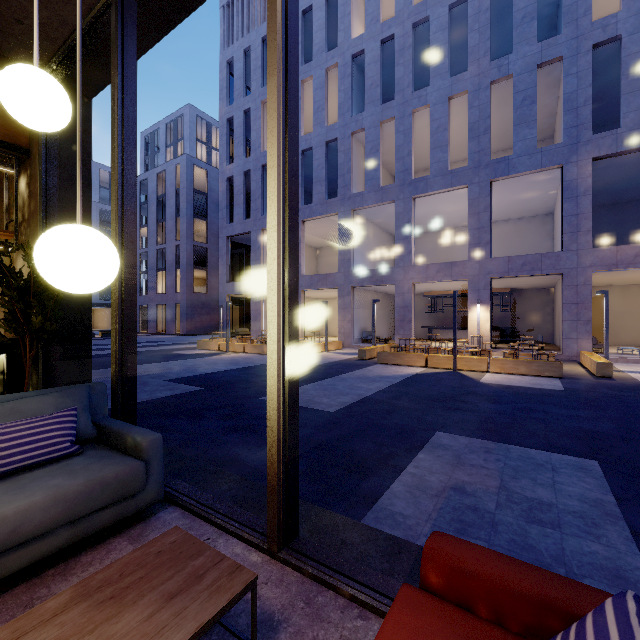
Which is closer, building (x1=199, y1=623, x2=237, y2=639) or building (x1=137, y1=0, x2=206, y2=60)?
building (x1=199, y1=623, x2=237, y2=639)

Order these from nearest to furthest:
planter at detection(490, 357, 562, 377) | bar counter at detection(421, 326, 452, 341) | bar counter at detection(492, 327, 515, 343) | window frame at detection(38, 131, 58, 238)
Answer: window frame at detection(38, 131, 58, 238), planter at detection(490, 357, 562, 377), bar counter at detection(492, 327, 515, 343), bar counter at detection(421, 326, 452, 341)

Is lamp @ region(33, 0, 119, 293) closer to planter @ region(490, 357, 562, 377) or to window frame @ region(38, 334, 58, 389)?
window frame @ region(38, 334, 58, 389)

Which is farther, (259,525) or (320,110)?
(320,110)

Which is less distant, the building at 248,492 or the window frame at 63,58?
the building at 248,492

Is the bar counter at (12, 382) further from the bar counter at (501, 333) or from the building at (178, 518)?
the bar counter at (501, 333)

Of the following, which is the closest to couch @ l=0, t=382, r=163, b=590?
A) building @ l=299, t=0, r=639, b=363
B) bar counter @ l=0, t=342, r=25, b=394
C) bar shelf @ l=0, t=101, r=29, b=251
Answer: bar counter @ l=0, t=342, r=25, b=394
